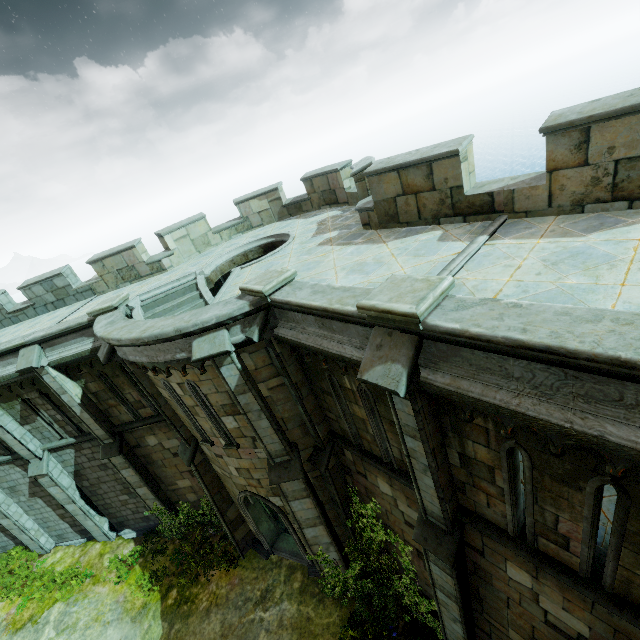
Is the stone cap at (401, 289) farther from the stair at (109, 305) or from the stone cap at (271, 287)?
the stair at (109, 305)

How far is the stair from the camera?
9.9m

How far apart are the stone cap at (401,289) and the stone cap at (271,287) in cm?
242

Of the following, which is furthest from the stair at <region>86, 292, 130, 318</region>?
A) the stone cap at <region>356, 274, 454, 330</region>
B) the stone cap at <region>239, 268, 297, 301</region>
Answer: the stone cap at <region>356, 274, 454, 330</region>

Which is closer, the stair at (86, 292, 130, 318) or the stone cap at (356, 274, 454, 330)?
the stone cap at (356, 274, 454, 330)

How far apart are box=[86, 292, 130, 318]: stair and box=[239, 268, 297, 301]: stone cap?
5.4m

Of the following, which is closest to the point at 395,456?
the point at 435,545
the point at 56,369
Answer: the point at 435,545

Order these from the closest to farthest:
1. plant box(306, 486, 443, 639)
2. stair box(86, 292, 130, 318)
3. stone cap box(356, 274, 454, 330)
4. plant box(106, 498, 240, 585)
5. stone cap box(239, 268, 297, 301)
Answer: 1. stone cap box(356, 274, 454, 330)
2. stone cap box(239, 268, 297, 301)
3. plant box(306, 486, 443, 639)
4. stair box(86, 292, 130, 318)
5. plant box(106, 498, 240, 585)
